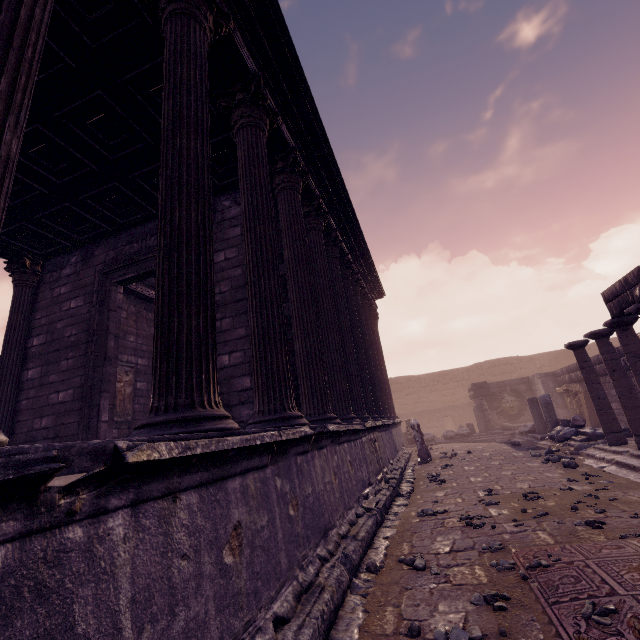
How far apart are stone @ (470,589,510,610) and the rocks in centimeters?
706cm

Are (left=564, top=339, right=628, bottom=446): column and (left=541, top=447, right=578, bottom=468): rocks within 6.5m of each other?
yes

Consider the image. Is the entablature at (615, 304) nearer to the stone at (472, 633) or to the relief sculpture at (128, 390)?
the stone at (472, 633)

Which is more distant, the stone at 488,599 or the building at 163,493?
the stone at 488,599

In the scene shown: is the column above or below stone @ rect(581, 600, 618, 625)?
above

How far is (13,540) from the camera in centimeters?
101cm

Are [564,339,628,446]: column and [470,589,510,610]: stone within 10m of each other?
yes

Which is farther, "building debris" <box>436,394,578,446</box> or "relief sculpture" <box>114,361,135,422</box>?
"building debris" <box>436,394,578,446</box>
